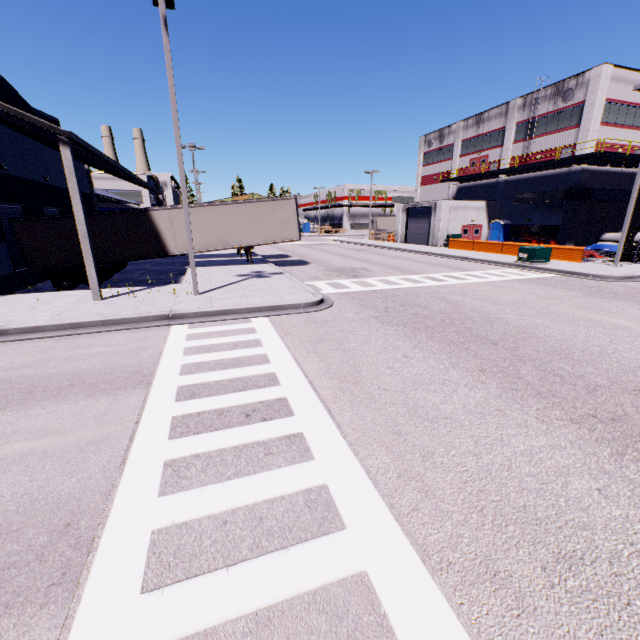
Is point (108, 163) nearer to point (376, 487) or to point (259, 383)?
point (259, 383)

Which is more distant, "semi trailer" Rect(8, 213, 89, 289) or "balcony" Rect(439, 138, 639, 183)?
"balcony" Rect(439, 138, 639, 183)

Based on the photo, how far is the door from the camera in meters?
35.8 m

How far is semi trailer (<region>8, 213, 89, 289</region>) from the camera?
16.8 meters

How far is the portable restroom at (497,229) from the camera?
34.8m

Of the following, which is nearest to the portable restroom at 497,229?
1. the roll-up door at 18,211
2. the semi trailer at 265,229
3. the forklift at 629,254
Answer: the semi trailer at 265,229

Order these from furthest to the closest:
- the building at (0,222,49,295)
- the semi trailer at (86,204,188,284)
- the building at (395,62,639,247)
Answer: the building at (395,62,639,247), the semi trailer at (86,204,188,284), the building at (0,222,49,295)

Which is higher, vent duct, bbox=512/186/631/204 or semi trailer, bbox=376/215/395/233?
vent duct, bbox=512/186/631/204
